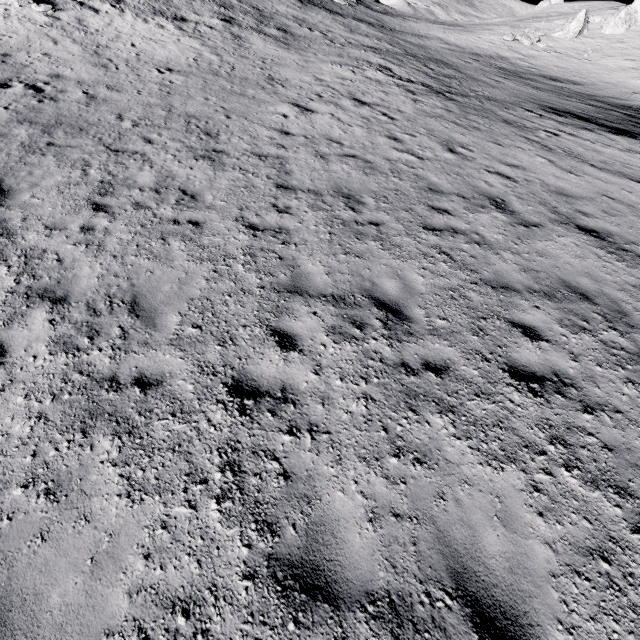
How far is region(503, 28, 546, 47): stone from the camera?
35.4 meters

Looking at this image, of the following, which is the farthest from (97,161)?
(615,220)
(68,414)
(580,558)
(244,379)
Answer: (615,220)

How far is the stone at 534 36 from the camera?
35.4m
